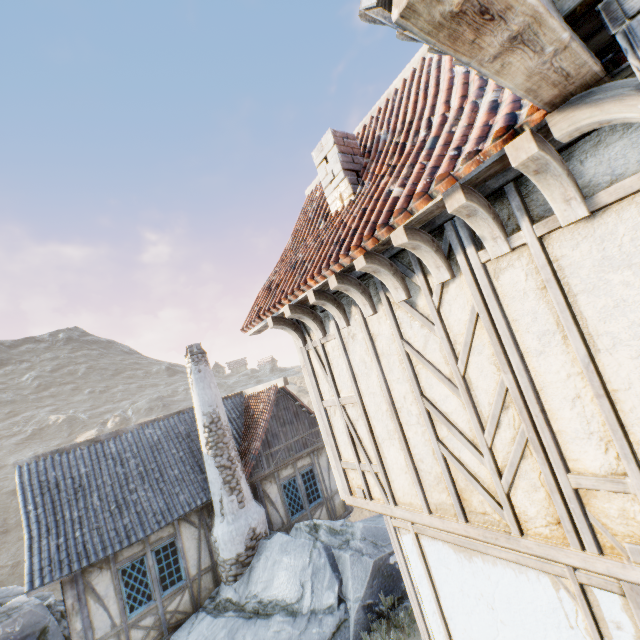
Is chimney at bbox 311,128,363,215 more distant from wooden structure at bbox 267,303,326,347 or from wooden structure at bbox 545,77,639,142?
wooden structure at bbox 545,77,639,142

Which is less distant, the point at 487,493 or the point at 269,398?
the point at 487,493

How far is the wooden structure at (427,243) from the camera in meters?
2.7

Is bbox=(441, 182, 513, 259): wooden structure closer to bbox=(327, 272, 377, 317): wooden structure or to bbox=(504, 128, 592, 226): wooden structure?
bbox=(504, 128, 592, 226): wooden structure

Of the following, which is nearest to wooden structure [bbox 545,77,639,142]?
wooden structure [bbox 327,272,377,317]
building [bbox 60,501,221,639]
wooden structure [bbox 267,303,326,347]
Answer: wooden structure [bbox 327,272,377,317]

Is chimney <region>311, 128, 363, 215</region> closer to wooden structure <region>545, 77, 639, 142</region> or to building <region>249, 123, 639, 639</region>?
building <region>249, 123, 639, 639</region>

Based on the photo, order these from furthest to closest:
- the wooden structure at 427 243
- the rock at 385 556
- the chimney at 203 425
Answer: the chimney at 203 425, the rock at 385 556, the wooden structure at 427 243

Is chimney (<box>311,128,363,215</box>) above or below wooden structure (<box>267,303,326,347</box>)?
above
